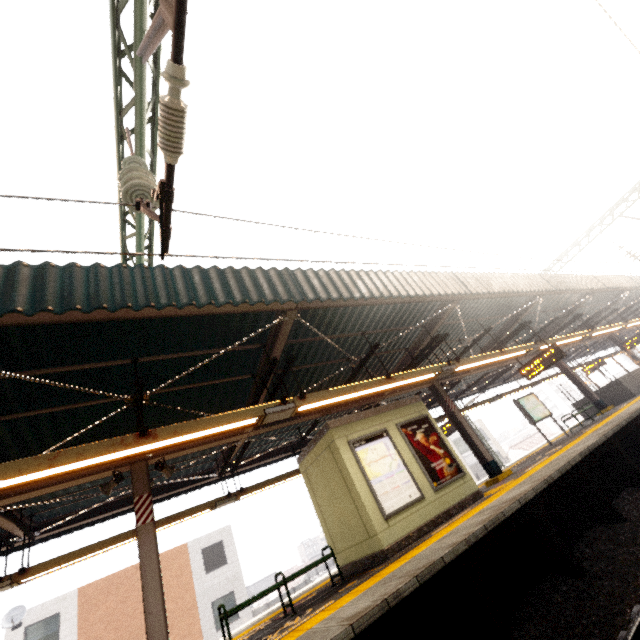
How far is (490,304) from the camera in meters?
10.5

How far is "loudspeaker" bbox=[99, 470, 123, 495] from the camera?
6.40m

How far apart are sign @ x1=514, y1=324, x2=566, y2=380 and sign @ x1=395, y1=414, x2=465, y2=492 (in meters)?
4.76

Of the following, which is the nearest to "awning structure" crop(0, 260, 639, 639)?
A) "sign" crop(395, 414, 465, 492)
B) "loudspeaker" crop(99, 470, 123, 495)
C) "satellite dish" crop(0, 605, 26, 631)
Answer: "loudspeaker" crop(99, 470, 123, 495)

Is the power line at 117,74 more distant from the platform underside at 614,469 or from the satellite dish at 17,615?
the satellite dish at 17,615

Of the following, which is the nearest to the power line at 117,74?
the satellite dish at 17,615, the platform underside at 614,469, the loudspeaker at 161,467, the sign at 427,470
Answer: the loudspeaker at 161,467

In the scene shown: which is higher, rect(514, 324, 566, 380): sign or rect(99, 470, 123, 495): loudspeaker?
rect(99, 470, 123, 495): loudspeaker

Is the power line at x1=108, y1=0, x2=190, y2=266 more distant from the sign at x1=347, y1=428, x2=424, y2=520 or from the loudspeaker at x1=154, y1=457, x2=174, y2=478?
the sign at x1=347, y1=428, x2=424, y2=520
